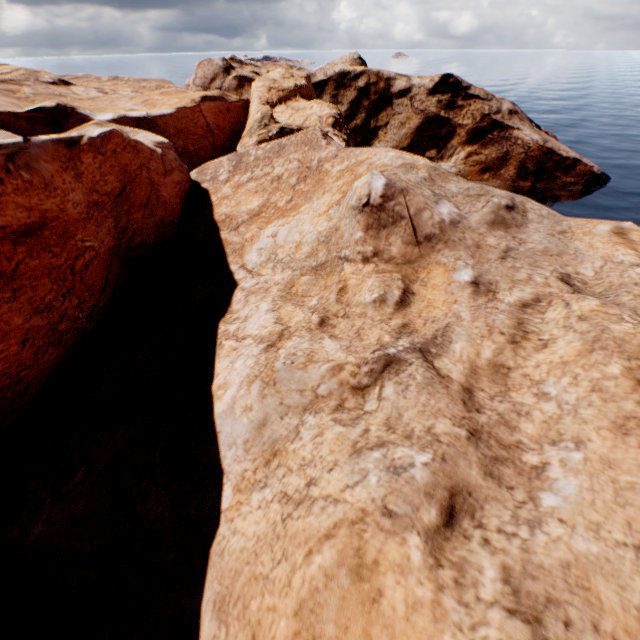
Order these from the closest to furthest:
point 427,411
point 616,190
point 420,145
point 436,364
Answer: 1. point 427,411
2. point 436,364
3. point 616,190
4. point 420,145
